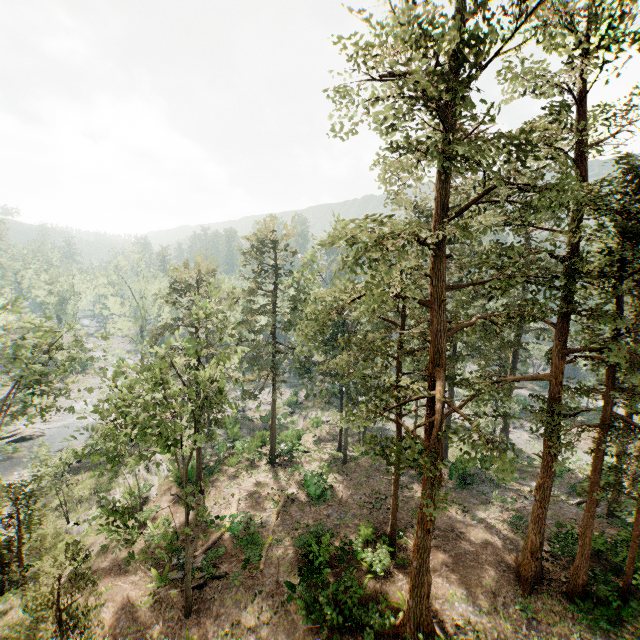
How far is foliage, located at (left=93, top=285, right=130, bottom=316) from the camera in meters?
44.2

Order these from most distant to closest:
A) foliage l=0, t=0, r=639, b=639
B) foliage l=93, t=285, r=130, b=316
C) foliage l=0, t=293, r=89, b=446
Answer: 1. foliage l=93, t=285, r=130, b=316
2. foliage l=0, t=293, r=89, b=446
3. foliage l=0, t=0, r=639, b=639

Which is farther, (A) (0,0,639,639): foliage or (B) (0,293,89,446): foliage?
(B) (0,293,89,446): foliage

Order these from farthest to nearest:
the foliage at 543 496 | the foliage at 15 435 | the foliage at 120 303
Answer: the foliage at 120 303, the foliage at 15 435, the foliage at 543 496

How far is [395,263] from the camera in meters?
12.1

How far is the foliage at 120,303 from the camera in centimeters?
4419cm
